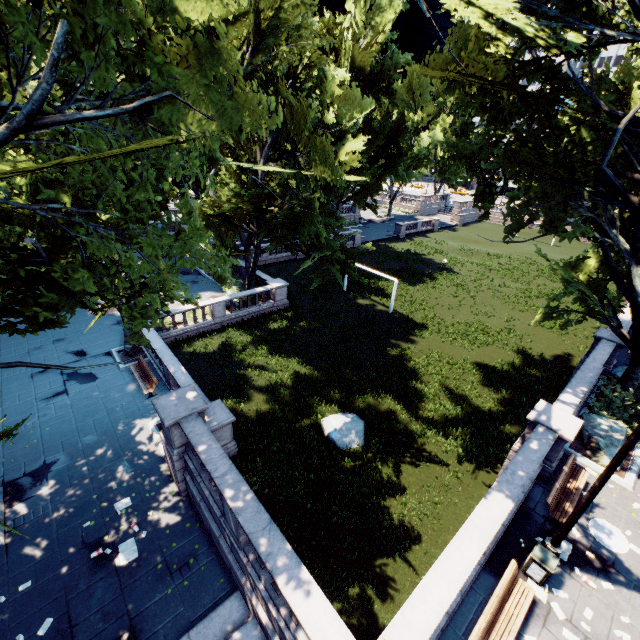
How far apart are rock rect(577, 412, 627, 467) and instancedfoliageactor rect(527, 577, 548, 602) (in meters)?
5.89

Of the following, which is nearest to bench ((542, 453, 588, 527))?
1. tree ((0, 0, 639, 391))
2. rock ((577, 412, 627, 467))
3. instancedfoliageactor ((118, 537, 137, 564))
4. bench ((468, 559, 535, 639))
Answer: rock ((577, 412, 627, 467))

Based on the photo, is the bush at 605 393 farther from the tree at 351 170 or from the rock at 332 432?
A: the rock at 332 432

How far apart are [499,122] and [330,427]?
16.4 meters

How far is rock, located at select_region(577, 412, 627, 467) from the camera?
12.8 meters

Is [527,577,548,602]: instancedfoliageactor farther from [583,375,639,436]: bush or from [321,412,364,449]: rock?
[583,375,639,436]: bush

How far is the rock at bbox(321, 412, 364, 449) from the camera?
15.09m

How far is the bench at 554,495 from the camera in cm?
1040
